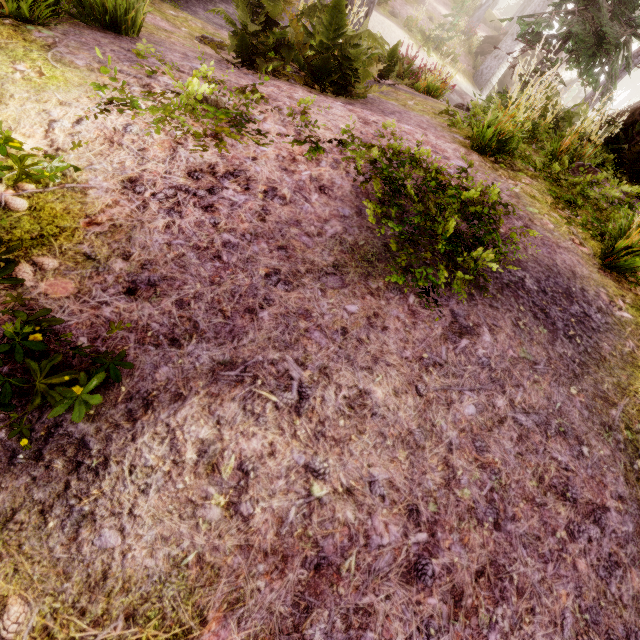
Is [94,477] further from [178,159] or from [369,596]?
[178,159]

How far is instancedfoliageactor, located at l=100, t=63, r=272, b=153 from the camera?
2.3 meters

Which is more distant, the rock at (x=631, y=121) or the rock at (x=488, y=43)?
the rock at (x=488, y=43)

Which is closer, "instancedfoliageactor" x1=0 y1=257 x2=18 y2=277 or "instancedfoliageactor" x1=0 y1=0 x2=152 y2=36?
A: "instancedfoliageactor" x1=0 y1=257 x2=18 y2=277

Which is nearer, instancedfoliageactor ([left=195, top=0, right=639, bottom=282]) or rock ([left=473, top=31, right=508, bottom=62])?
instancedfoliageactor ([left=195, top=0, right=639, bottom=282])

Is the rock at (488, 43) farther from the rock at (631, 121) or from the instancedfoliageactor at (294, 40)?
the rock at (631, 121)

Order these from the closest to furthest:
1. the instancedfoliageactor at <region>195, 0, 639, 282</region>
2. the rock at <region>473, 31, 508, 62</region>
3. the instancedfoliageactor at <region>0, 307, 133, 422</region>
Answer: the instancedfoliageactor at <region>0, 307, 133, 422</region>
the instancedfoliageactor at <region>195, 0, 639, 282</region>
the rock at <region>473, 31, 508, 62</region>

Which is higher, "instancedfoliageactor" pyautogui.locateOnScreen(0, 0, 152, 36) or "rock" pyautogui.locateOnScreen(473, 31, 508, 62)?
"rock" pyautogui.locateOnScreen(473, 31, 508, 62)
